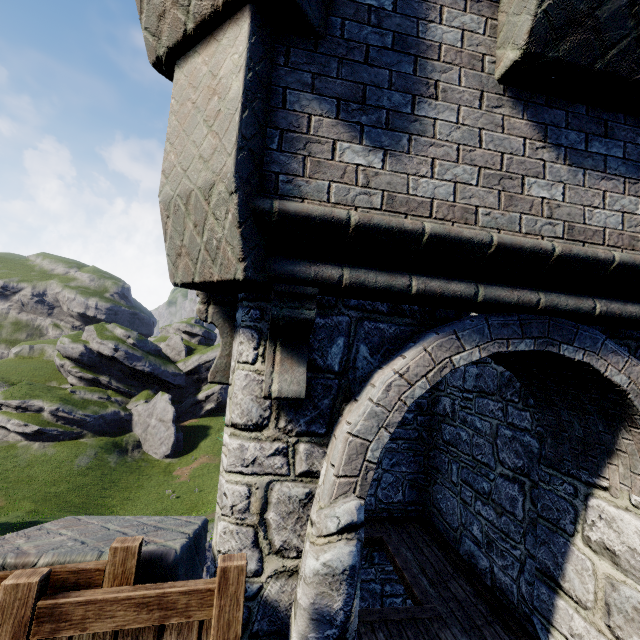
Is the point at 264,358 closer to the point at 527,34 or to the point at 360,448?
the point at 360,448
